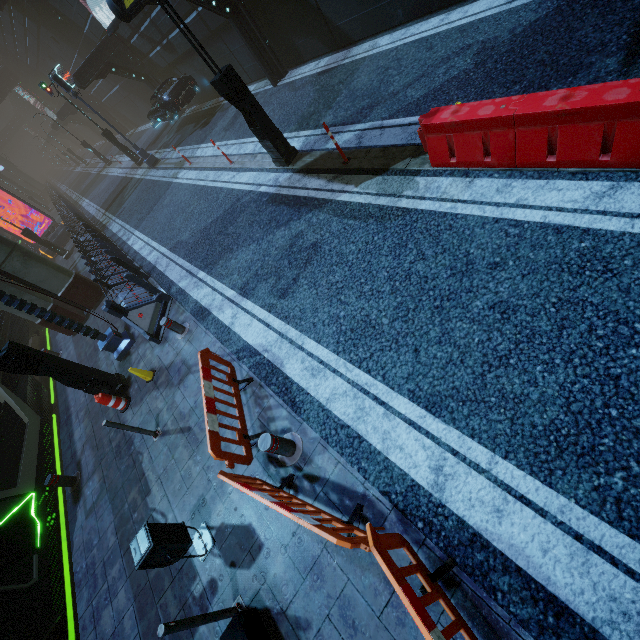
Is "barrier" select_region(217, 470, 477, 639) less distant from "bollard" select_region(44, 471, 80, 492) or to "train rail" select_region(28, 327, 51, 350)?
"train rail" select_region(28, 327, 51, 350)

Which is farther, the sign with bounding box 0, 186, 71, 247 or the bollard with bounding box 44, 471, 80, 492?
the sign with bounding box 0, 186, 71, 247

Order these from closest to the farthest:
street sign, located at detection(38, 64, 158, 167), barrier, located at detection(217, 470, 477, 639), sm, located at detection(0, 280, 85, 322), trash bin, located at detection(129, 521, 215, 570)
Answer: barrier, located at detection(217, 470, 477, 639), trash bin, located at detection(129, 521, 215, 570), sm, located at detection(0, 280, 85, 322), street sign, located at detection(38, 64, 158, 167)

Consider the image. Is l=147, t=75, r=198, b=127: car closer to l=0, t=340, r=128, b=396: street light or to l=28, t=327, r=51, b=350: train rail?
l=28, t=327, r=51, b=350: train rail

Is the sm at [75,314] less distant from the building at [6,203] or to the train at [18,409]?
the building at [6,203]

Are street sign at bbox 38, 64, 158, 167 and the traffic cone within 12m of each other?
no

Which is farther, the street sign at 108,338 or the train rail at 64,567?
the street sign at 108,338

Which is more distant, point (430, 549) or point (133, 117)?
point (133, 117)
